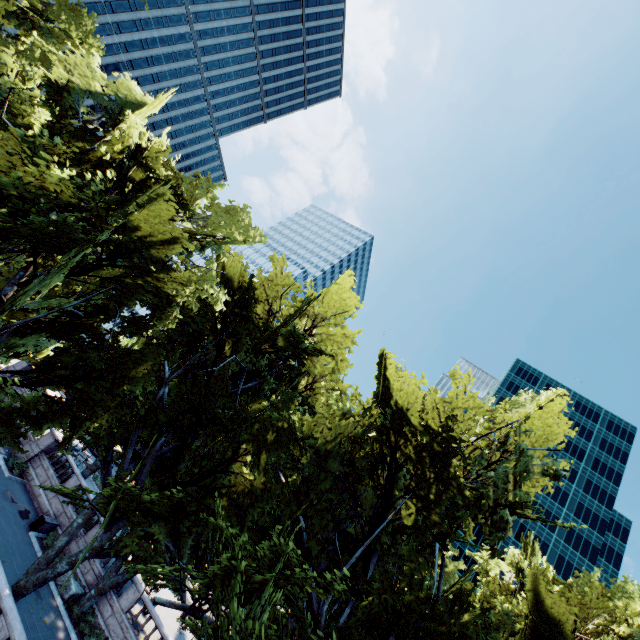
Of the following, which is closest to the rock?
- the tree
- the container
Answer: the tree

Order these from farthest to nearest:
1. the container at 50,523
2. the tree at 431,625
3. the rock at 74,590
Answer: the container at 50,523 < the rock at 74,590 < the tree at 431,625

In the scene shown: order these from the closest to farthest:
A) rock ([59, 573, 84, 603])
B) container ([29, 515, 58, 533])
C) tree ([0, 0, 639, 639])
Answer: tree ([0, 0, 639, 639])
rock ([59, 573, 84, 603])
container ([29, 515, 58, 533])

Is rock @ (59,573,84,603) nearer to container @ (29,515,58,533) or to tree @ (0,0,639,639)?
tree @ (0,0,639,639)

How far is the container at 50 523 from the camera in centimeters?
2222cm

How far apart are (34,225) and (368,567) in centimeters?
1773cm
